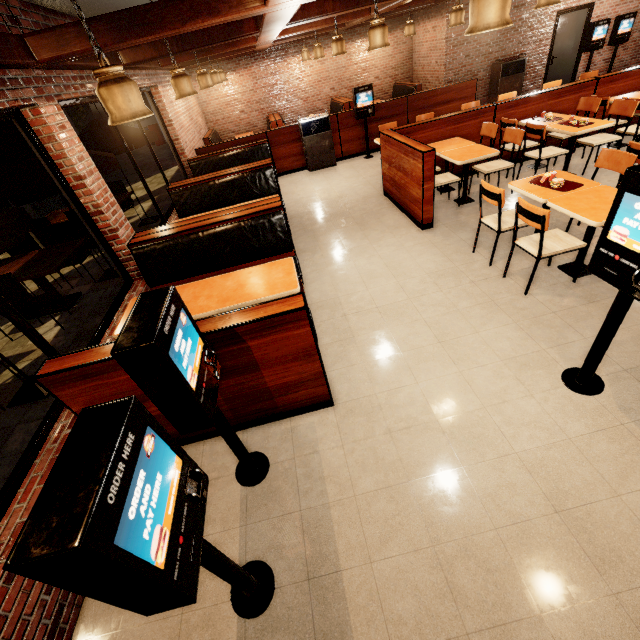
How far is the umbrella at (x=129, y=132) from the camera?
6.8m

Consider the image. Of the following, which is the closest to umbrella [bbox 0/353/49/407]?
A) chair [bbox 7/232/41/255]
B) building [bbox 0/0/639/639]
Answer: building [bbox 0/0/639/639]

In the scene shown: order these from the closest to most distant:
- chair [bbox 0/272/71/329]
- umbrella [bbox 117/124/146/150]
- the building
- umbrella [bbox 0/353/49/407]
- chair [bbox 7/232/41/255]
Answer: the building → umbrella [bbox 0/353/49/407] → chair [bbox 0/272/71/329] → chair [bbox 7/232/41/255] → umbrella [bbox 117/124/146/150]

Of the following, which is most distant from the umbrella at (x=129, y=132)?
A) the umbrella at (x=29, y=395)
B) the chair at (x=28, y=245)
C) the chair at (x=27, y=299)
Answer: the umbrella at (x=29, y=395)

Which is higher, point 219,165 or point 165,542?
point 165,542

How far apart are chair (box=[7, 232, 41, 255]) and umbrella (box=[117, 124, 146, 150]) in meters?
1.9

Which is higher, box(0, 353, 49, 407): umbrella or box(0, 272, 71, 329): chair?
box(0, 272, 71, 329): chair

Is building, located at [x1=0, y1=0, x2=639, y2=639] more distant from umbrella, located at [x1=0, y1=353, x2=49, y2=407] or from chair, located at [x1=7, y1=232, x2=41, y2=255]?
chair, located at [x1=7, y1=232, x2=41, y2=255]
